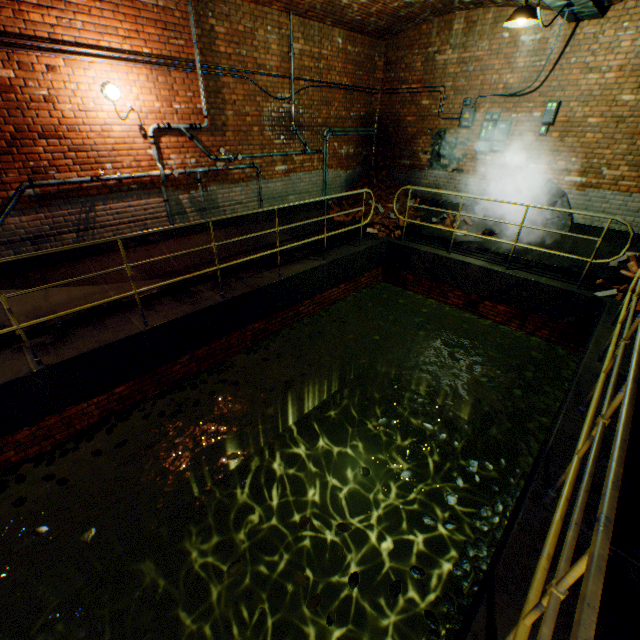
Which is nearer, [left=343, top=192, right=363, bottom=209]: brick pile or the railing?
the railing

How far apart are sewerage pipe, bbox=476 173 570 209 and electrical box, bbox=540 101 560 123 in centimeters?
78cm

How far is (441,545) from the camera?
6.5m

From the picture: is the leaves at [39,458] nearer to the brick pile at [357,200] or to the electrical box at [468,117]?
the brick pile at [357,200]

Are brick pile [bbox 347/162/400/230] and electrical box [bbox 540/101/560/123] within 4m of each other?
yes

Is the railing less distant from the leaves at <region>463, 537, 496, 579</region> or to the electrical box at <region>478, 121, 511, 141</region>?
the leaves at <region>463, 537, 496, 579</region>

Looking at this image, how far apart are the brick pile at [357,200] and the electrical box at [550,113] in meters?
3.2 m

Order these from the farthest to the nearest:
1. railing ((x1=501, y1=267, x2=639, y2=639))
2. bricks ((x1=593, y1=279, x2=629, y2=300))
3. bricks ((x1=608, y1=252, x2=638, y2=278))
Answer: bricks ((x1=608, y1=252, x2=638, y2=278)) < bricks ((x1=593, y1=279, x2=629, y2=300)) < railing ((x1=501, y1=267, x2=639, y2=639))
